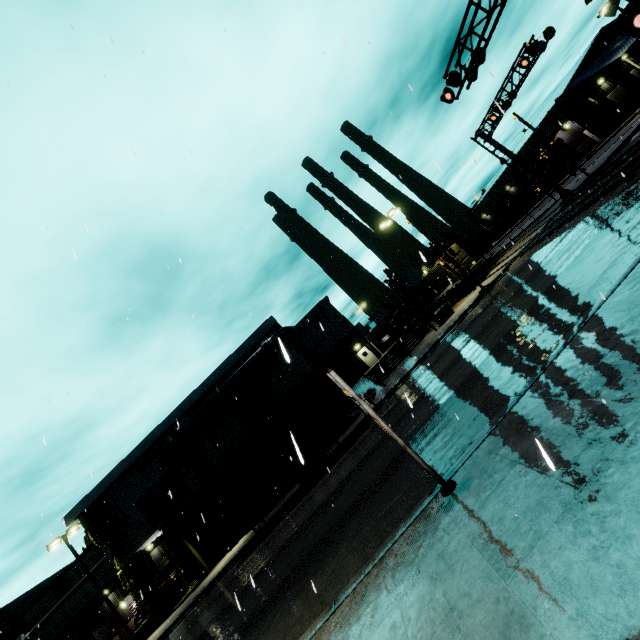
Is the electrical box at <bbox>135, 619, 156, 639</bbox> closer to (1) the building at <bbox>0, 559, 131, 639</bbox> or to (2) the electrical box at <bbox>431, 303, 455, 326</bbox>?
(1) the building at <bbox>0, 559, 131, 639</bbox>

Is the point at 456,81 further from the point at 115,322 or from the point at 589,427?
the point at 115,322

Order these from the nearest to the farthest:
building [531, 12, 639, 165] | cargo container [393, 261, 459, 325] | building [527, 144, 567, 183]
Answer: cargo container [393, 261, 459, 325], building [531, 12, 639, 165], building [527, 144, 567, 183]

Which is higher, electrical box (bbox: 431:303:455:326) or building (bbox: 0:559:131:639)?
building (bbox: 0:559:131:639)

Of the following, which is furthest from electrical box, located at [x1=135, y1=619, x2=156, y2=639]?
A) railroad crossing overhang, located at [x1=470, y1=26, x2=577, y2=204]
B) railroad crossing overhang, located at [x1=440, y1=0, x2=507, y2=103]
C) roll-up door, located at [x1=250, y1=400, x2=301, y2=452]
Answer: railroad crossing overhang, located at [x1=440, y1=0, x2=507, y2=103]

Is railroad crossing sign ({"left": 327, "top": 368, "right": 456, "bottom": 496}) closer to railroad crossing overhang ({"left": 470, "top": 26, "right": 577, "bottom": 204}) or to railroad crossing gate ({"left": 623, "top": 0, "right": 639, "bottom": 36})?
railroad crossing gate ({"left": 623, "top": 0, "right": 639, "bottom": 36})

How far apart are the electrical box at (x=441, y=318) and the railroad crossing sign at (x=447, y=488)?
22.0m

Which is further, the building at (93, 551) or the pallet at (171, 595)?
the building at (93, 551)
